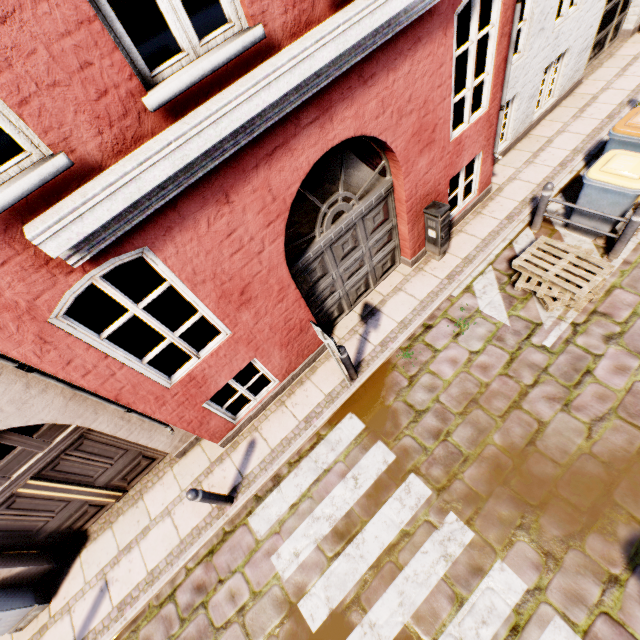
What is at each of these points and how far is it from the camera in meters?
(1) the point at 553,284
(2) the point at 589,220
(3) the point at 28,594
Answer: (1) pallet, 5.4 m
(2) trash bin, 5.9 m
(3) electrical box, 5.1 m

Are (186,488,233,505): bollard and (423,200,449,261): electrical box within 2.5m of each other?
no

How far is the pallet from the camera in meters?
5.2 m

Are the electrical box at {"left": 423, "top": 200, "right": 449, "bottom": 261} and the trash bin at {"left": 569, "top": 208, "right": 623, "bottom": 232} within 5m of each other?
yes

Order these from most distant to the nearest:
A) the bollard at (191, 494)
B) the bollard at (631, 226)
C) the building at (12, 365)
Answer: the bollard at (631, 226), the bollard at (191, 494), the building at (12, 365)

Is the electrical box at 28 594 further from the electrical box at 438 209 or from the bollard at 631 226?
the bollard at 631 226

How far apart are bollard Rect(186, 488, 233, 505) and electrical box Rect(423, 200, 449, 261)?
5.95m

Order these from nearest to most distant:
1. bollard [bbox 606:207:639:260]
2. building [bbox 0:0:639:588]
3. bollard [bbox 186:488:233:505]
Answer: building [bbox 0:0:639:588] → bollard [bbox 186:488:233:505] → bollard [bbox 606:207:639:260]
